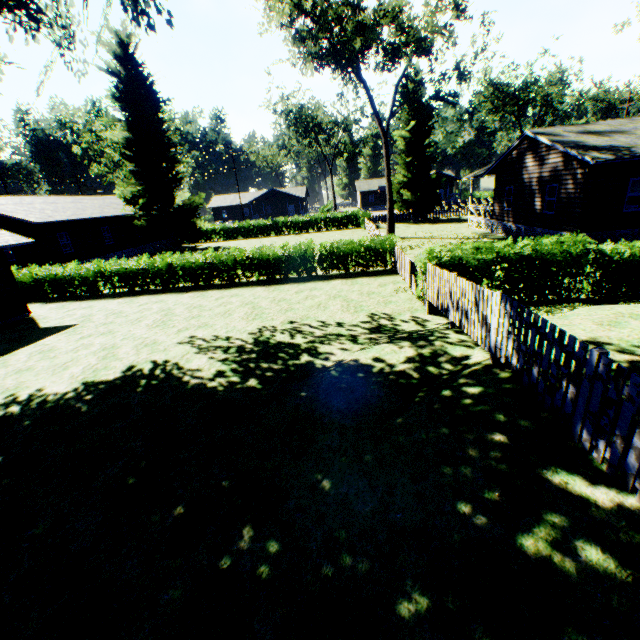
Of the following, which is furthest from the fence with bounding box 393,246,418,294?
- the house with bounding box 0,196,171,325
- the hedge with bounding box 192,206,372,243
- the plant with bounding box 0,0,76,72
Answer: the house with bounding box 0,196,171,325

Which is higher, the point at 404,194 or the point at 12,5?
the point at 12,5

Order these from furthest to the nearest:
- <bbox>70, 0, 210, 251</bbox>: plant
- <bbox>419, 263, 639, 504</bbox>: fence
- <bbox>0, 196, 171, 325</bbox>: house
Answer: <bbox>70, 0, 210, 251</bbox>: plant
<bbox>0, 196, 171, 325</bbox>: house
<bbox>419, 263, 639, 504</bbox>: fence

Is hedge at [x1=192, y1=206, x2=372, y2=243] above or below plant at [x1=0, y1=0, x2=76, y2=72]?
below

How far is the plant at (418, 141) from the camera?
36.4m

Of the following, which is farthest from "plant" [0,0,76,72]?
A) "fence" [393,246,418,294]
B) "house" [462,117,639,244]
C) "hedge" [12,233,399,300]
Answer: "hedge" [12,233,399,300]

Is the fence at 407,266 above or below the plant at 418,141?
below

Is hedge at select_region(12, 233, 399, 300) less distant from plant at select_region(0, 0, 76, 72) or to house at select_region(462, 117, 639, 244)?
plant at select_region(0, 0, 76, 72)
